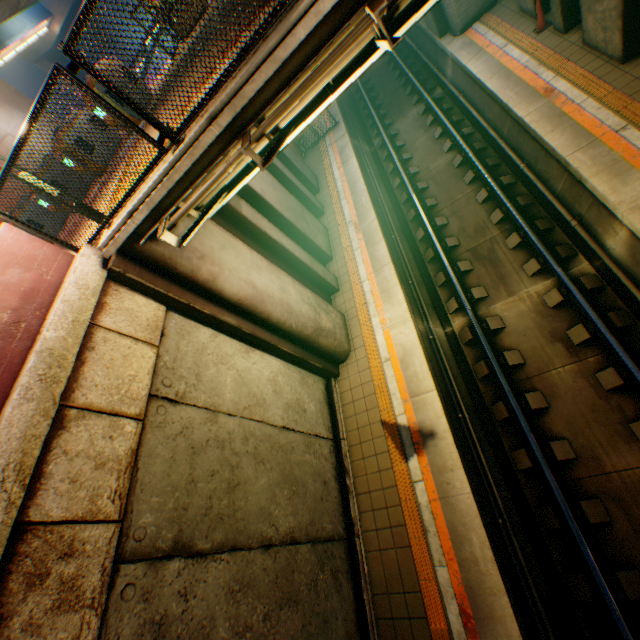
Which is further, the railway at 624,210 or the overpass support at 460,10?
the overpass support at 460,10

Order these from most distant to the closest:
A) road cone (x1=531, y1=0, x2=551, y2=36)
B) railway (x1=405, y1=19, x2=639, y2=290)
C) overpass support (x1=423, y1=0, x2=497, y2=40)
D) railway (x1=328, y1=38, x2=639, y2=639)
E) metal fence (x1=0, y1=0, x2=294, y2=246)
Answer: overpass support (x1=423, y1=0, x2=497, y2=40)
road cone (x1=531, y1=0, x2=551, y2=36)
railway (x1=405, y1=19, x2=639, y2=290)
railway (x1=328, y1=38, x2=639, y2=639)
metal fence (x1=0, y1=0, x2=294, y2=246)

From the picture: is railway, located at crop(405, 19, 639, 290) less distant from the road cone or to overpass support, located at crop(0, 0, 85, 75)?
overpass support, located at crop(0, 0, 85, 75)

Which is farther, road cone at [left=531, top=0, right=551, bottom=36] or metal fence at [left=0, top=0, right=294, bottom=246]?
road cone at [left=531, top=0, right=551, bottom=36]

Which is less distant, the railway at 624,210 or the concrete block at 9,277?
the concrete block at 9,277

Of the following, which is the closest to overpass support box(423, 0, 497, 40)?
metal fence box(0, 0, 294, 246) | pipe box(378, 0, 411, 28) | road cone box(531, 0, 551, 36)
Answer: metal fence box(0, 0, 294, 246)

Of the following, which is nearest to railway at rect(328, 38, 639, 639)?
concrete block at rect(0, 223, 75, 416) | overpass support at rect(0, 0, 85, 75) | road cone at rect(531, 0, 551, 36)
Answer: overpass support at rect(0, 0, 85, 75)

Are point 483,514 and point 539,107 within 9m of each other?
no
